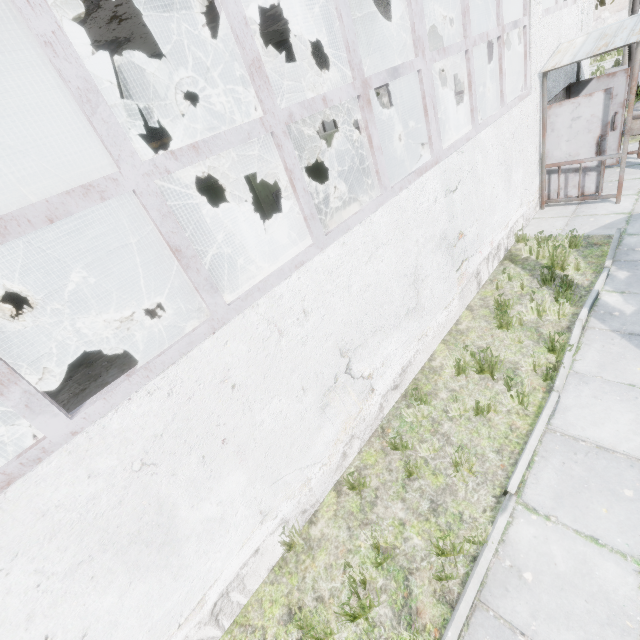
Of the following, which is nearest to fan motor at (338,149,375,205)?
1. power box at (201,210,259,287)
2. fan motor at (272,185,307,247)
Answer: fan motor at (272,185,307,247)

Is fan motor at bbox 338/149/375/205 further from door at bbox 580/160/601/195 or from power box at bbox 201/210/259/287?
door at bbox 580/160/601/195

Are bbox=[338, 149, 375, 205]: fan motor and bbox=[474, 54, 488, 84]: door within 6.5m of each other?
no

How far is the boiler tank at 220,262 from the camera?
8.6m

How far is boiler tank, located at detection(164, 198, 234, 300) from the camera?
8.6 meters

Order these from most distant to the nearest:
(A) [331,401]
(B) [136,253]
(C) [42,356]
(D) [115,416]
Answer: (C) [42,356] → (B) [136,253] → (A) [331,401] → (D) [115,416]

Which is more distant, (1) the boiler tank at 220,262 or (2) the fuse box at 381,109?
(2) the fuse box at 381,109

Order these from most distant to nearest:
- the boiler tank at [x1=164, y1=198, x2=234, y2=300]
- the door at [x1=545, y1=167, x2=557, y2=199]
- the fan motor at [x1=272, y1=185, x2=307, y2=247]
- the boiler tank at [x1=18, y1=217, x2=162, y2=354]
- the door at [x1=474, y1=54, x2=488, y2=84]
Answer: the door at [x1=474, y1=54, x2=488, y2=84]
the fan motor at [x1=272, y1=185, x2=307, y2=247]
the boiler tank at [x1=164, y1=198, x2=234, y2=300]
the door at [x1=545, y1=167, x2=557, y2=199]
the boiler tank at [x1=18, y1=217, x2=162, y2=354]
